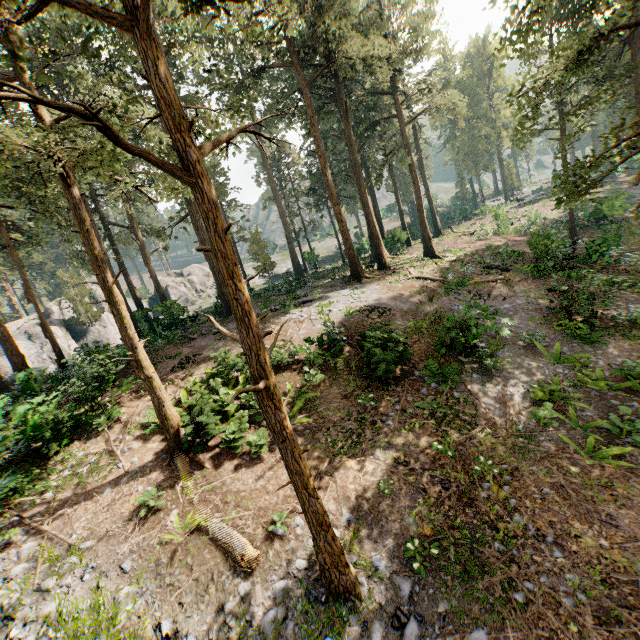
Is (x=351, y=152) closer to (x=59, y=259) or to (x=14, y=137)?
(x=14, y=137)

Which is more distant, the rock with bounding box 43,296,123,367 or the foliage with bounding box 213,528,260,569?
the rock with bounding box 43,296,123,367

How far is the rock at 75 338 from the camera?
19.56m

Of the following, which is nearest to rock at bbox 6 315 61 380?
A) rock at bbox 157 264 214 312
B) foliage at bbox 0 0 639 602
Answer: foliage at bbox 0 0 639 602

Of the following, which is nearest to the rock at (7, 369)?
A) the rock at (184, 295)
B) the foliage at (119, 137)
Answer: the foliage at (119, 137)

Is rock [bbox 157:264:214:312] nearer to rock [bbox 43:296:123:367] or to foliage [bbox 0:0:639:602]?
rock [bbox 43:296:123:367]
